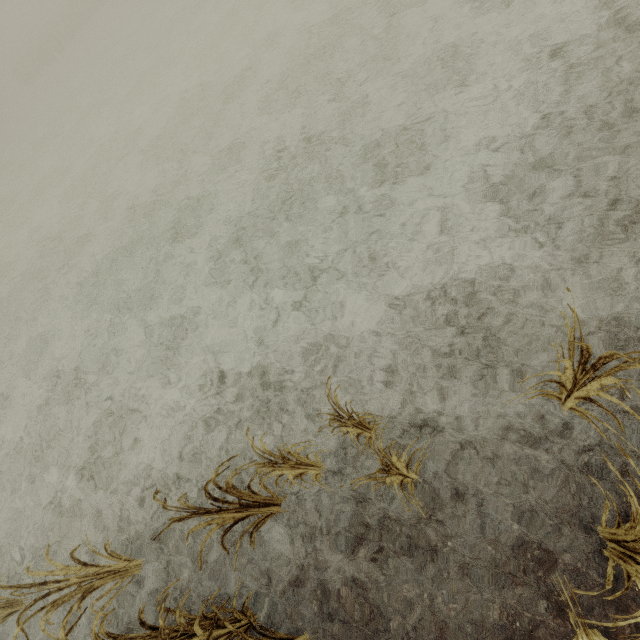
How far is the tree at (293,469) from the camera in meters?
2.8 m

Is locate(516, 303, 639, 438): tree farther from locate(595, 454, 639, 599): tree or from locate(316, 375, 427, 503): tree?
locate(316, 375, 427, 503): tree

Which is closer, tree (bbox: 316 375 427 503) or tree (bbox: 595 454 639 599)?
tree (bbox: 595 454 639 599)

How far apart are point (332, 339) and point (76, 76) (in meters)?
36.42

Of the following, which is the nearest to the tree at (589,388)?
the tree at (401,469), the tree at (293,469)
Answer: the tree at (293,469)

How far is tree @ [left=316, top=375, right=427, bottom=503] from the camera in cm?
261
